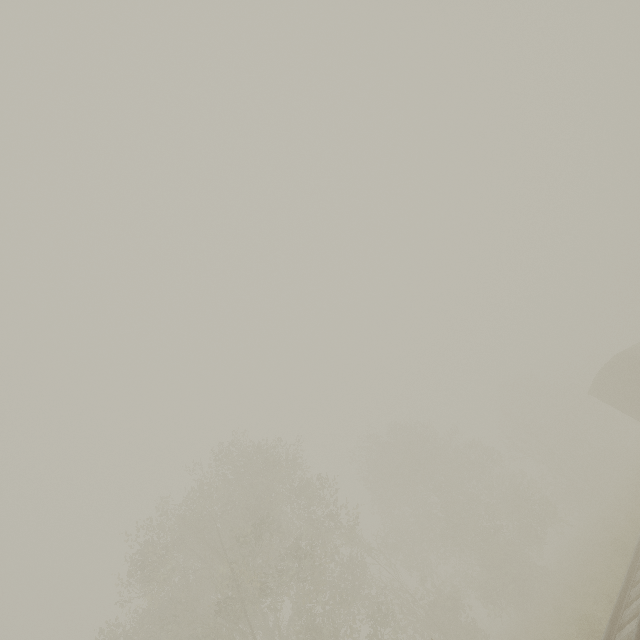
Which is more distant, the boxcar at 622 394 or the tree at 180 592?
the boxcar at 622 394

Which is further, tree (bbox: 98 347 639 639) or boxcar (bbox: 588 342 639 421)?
boxcar (bbox: 588 342 639 421)

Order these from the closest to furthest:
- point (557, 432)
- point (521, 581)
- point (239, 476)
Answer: point (239, 476), point (521, 581), point (557, 432)
